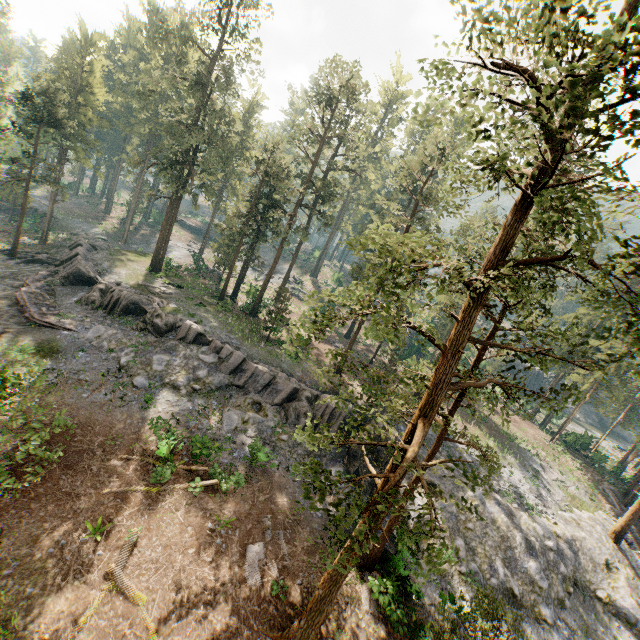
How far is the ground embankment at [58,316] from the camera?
25.8 meters

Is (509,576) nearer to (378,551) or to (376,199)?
(378,551)

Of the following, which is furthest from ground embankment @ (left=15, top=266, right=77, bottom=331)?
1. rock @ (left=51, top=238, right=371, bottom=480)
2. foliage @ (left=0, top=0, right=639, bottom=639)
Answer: foliage @ (left=0, top=0, right=639, bottom=639)

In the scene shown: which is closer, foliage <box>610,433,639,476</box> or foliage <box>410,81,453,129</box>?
foliage <box>410,81,453,129</box>

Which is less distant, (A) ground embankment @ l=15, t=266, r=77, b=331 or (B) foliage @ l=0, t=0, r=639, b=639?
(B) foliage @ l=0, t=0, r=639, b=639

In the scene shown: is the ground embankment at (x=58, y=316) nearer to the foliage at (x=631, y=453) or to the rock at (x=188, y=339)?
the rock at (x=188, y=339)
